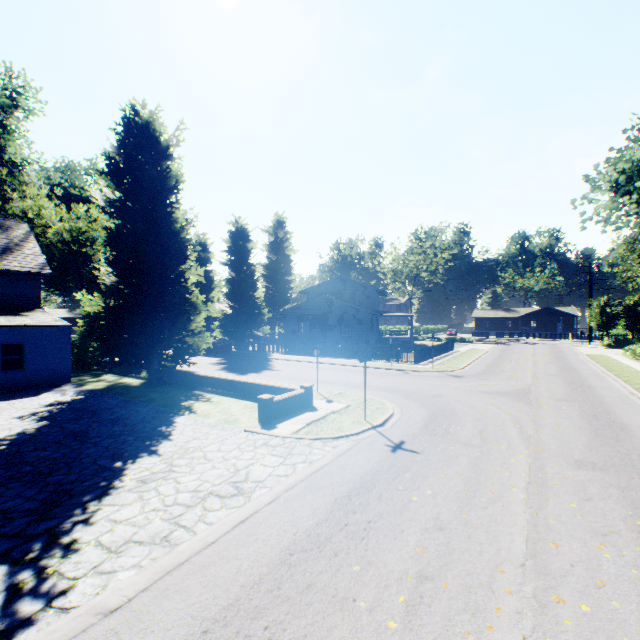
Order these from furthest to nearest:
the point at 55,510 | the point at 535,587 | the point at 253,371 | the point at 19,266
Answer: the point at 253,371, the point at 19,266, the point at 55,510, the point at 535,587

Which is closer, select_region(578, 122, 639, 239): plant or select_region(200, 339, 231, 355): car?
select_region(578, 122, 639, 239): plant

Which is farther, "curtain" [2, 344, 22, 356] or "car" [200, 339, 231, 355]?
"car" [200, 339, 231, 355]

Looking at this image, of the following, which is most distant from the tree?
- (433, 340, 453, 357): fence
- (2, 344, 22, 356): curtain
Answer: (2, 344, 22, 356): curtain

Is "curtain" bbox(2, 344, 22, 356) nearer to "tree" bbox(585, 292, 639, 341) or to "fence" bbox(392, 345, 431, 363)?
"fence" bbox(392, 345, 431, 363)

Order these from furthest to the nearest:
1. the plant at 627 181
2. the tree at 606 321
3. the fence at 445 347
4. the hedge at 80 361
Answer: the tree at 606 321 → the fence at 445 347 → the hedge at 80 361 → the plant at 627 181

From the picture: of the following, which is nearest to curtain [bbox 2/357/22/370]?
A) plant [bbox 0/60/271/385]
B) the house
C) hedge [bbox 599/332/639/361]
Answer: plant [bbox 0/60/271/385]

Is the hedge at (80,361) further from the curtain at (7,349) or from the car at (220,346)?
the car at (220,346)
